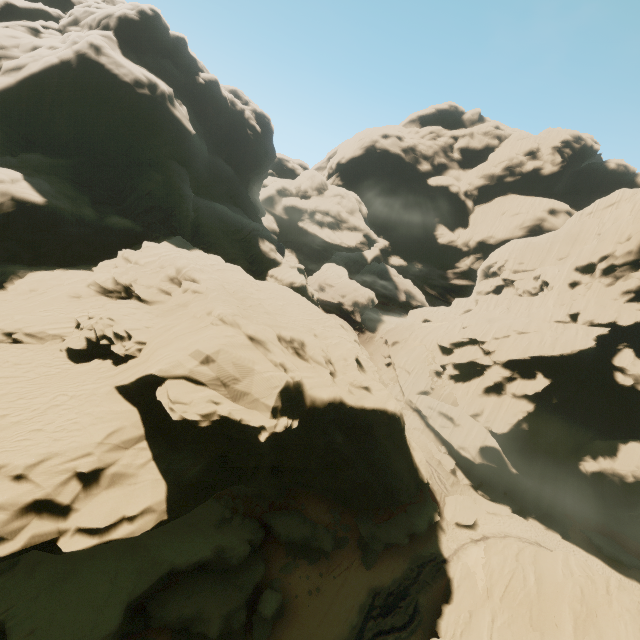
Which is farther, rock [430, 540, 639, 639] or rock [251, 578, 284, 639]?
rock [251, 578, 284, 639]

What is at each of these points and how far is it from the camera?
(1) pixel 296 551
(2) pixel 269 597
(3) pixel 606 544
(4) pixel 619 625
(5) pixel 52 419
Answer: (1) rock, 25.2 meters
(2) rock, 22.4 meters
(3) rock, 33.4 meters
(4) rock, 17.0 meters
(5) rock, 13.2 meters

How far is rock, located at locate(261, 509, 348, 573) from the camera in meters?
24.9

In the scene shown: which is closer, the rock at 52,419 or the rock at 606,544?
the rock at 52,419

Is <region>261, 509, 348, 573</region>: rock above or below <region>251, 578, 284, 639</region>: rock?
above

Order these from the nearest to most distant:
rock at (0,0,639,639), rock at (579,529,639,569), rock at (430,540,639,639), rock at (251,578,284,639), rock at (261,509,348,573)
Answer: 1. rock at (0,0,639,639)
2. rock at (430,540,639,639)
3. rock at (251,578,284,639)
4. rock at (261,509,348,573)
5. rock at (579,529,639,569)

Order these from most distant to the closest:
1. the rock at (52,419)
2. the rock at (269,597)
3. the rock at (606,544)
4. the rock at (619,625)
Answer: the rock at (606,544) → the rock at (269,597) → the rock at (619,625) → the rock at (52,419)
